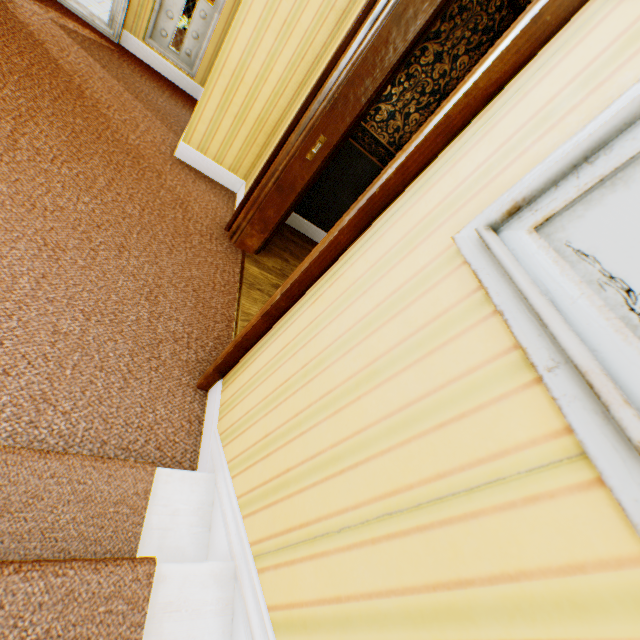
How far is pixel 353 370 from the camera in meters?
0.9
